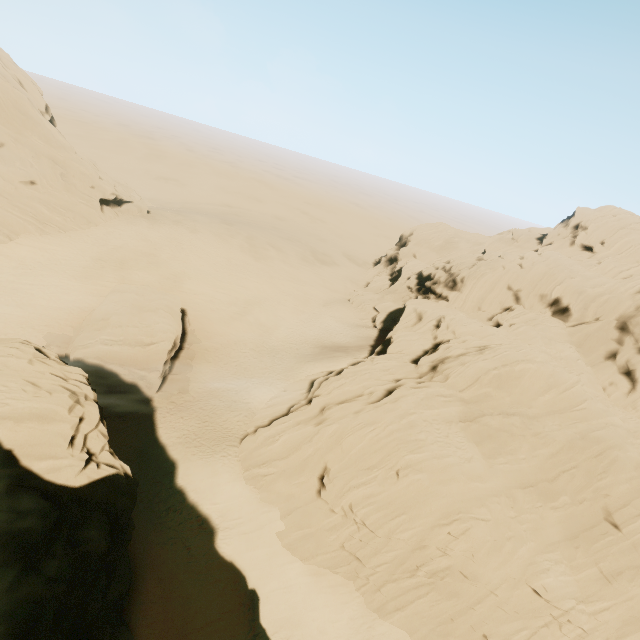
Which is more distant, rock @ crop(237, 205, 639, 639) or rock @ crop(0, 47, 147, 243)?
rock @ crop(0, 47, 147, 243)

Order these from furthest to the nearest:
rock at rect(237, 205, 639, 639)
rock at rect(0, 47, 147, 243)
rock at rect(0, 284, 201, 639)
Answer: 1. rock at rect(0, 47, 147, 243)
2. rock at rect(237, 205, 639, 639)
3. rock at rect(0, 284, 201, 639)

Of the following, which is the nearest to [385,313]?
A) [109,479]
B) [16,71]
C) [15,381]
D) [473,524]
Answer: [473,524]

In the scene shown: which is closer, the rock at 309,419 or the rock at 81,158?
the rock at 309,419
